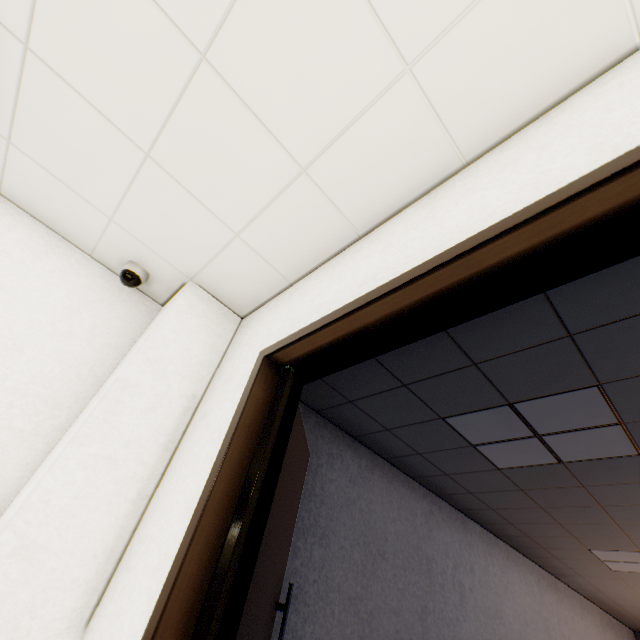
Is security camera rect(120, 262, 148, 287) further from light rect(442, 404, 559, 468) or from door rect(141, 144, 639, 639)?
light rect(442, 404, 559, 468)

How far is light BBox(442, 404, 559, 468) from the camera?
2.32m

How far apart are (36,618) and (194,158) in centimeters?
173cm

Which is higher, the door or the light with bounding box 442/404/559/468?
the light with bounding box 442/404/559/468

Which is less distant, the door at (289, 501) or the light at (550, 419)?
the door at (289, 501)

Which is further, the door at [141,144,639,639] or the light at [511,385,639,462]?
the light at [511,385,639,462]

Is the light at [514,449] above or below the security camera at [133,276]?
above

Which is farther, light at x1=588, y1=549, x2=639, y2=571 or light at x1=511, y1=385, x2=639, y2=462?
light at x1=588, y1=549, x2=639, y2=571
